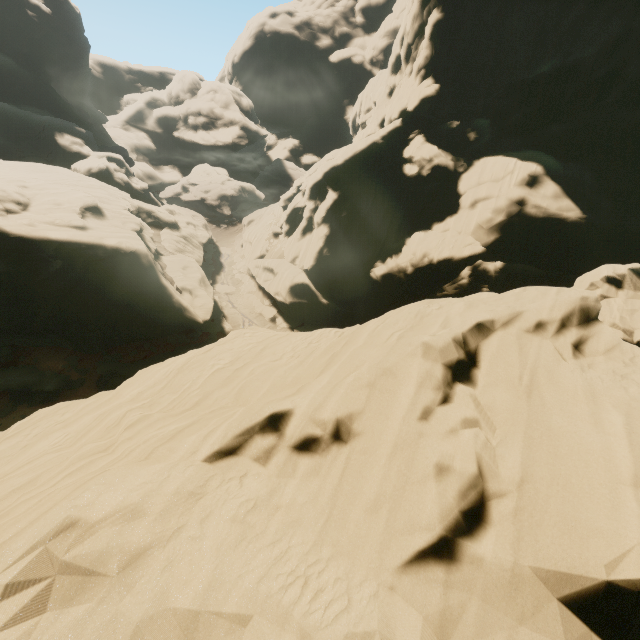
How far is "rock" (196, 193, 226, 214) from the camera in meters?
59.3 m

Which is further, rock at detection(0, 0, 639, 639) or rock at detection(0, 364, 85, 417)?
rock at detection(0, 364, 85, 417)

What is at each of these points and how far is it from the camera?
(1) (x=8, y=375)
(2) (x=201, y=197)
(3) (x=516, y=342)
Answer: (1) rock, 24.67m
(2) rock, 59.66m
(3) rock, 8.18m

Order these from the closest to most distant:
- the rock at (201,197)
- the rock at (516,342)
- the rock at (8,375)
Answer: the rock at (516,342)
the rock at (8,375)
the rock at (201,197)

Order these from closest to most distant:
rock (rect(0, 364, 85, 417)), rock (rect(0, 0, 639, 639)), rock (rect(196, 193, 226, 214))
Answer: rock (rect(0, 0, 639, 639)) < rock (rect(0, 364, 85, 417)) < rock (rect(196, 193, 226, 214))

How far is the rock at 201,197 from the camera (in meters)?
59.34

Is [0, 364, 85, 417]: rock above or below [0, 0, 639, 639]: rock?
below
